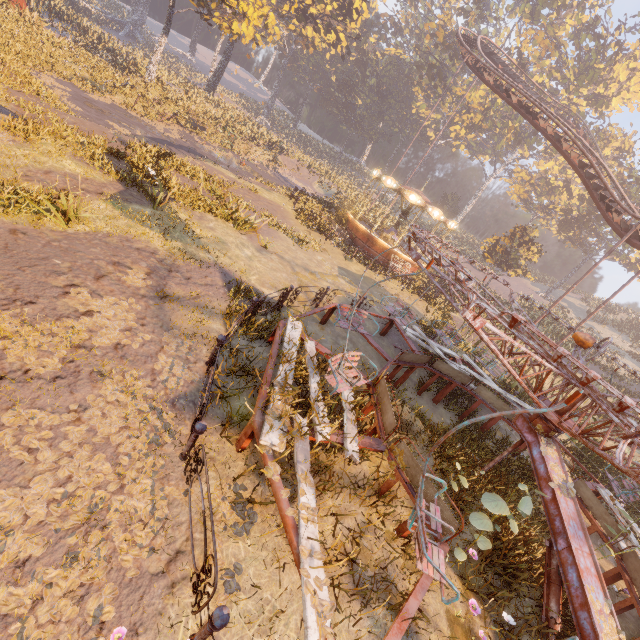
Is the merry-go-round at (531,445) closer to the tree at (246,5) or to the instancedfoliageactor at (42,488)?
the instancedfoliageactor at (42,488)

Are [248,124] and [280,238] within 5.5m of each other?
no

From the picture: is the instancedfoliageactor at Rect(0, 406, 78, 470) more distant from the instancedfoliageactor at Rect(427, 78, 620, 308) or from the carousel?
the instancedfoliageactor at Rect(427, 78, 620, 308)

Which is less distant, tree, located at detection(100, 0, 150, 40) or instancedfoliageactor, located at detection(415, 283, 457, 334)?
instancedfoliageactor, located at detection(415, 283, 457, 334)

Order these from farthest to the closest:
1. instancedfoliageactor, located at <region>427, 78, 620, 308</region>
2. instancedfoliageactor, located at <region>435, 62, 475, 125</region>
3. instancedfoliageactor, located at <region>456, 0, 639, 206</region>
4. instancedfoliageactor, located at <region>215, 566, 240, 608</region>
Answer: instancedfoliageactor, located at <region>435, 62, 475, 125</region> < instancedfoliageactor, located at <region>456, 0, 639, 206</region> < instancedfoliageactor, located at <region>427, 78, 620, 308</region> < instancedfoliageactor, located at <region>215, 566, 240, 608</region>

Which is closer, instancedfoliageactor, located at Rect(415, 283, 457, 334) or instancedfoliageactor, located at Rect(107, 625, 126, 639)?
instancedfoliageactor, located at Rect(107, 625, 126, 639)

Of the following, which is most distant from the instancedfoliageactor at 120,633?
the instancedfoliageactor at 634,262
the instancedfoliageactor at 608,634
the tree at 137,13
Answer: the instancedfoliageactor at 634,262

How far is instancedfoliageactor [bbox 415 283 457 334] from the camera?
16.6 meters
